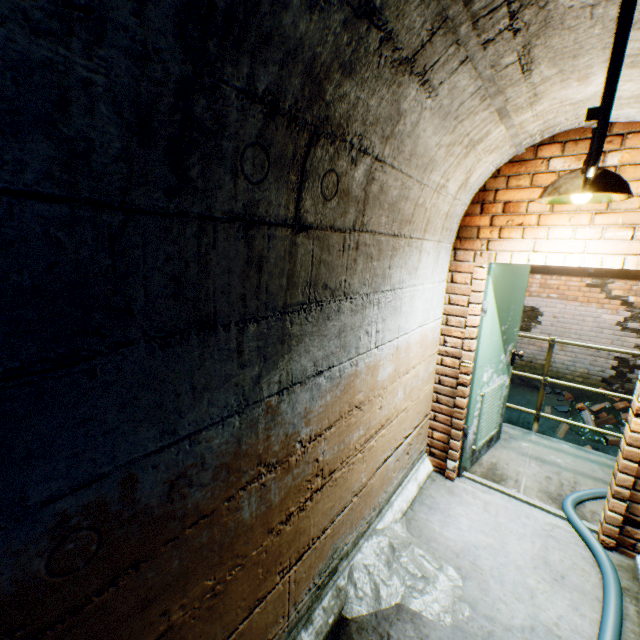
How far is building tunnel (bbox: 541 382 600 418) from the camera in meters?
6.1

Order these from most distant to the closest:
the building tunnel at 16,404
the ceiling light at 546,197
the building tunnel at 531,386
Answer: the building tunnel at 531,386 < the ceiling light at 546,197 < the building tunnel at 16,404

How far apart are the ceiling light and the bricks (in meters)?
5.05

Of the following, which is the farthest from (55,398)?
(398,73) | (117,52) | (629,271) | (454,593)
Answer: (629,271)

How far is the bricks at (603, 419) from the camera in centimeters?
562cm

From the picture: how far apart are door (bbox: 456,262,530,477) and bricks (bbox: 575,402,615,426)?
3.1 meters

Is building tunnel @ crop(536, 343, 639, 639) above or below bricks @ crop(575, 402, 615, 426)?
above

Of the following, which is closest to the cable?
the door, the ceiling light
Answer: the door
